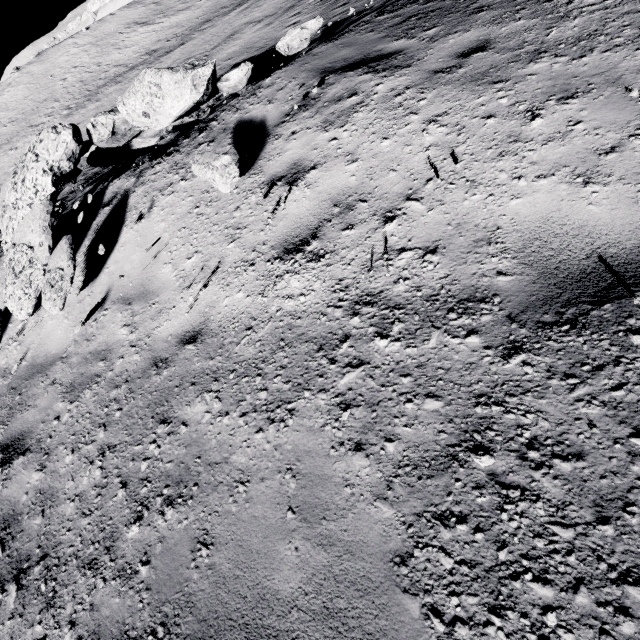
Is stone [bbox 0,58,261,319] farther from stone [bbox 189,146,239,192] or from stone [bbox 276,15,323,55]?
stone [bbox 189,146,239,192]

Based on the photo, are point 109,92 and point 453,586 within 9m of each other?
no

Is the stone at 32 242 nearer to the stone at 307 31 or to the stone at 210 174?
the stone at 307 31

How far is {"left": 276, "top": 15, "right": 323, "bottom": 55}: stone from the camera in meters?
4.4

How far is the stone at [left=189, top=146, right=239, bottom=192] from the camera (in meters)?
3.36

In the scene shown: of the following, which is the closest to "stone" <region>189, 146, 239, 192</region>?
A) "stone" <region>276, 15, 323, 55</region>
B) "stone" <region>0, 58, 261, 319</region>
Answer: "stone" <region>0, 58, 261, 319</region>

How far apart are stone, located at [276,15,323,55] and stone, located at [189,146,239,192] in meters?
2.3 m
